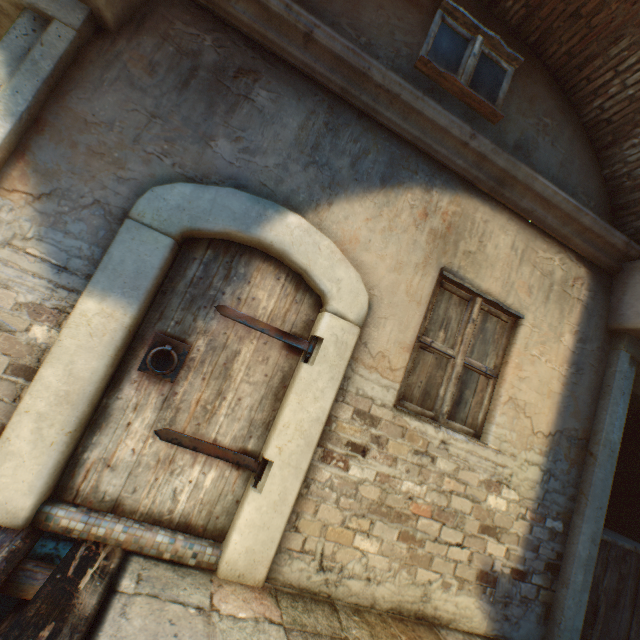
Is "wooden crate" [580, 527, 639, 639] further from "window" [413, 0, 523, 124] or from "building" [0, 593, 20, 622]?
"window" [413, 0, 523, 124]

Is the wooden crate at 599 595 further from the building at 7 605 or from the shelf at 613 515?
the shelf at 613 515

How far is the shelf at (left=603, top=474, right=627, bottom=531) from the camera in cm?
625

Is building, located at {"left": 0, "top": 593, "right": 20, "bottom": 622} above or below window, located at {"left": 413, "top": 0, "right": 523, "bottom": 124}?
below

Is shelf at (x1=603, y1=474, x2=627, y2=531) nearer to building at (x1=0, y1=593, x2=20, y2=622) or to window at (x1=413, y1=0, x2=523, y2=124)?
building at (x1=0, y1=593, x2=20, y2=622)

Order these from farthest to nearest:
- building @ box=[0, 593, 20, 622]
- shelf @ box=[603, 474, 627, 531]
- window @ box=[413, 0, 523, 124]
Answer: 1. shelf @ box=[603, 474, 627, 531]
2. window @ box=[413, 0, 523, 124]
3. building @ box=[0, 593, 20, 622]

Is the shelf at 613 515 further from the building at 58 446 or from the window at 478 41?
the window at 478 41

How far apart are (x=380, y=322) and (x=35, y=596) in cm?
257
